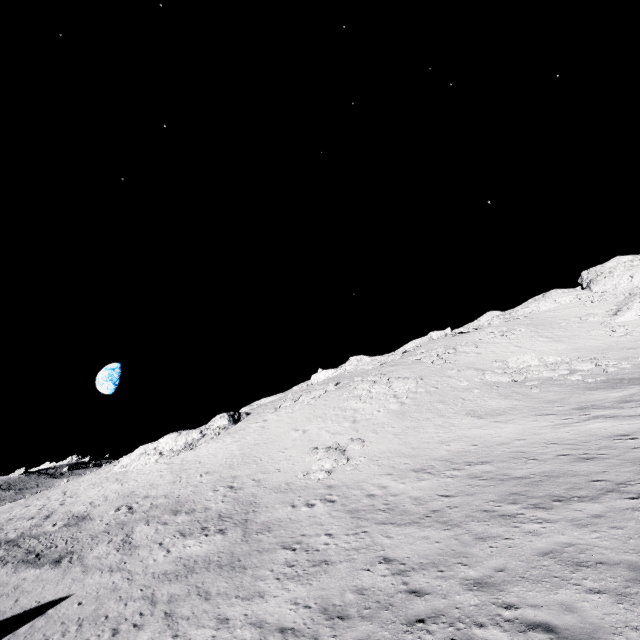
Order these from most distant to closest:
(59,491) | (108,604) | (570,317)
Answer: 1. (570,317)
2. (59,491)
3. (108,604)

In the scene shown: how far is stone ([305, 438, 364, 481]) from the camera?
20.2m

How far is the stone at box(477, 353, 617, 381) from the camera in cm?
2669

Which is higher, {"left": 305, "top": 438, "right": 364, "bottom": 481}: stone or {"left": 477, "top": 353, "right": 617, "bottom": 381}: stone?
{"left": 477, "top": 353, "right": 617, "bottom": 381}: stone

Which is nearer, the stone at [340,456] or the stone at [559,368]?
the stone at [340,456]

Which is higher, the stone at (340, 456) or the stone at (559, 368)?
the stone at (559, 368)

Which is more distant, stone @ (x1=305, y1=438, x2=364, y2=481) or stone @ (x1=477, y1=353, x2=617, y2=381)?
stone @ (x1=477, y1=353, x2=617, y2=381)
